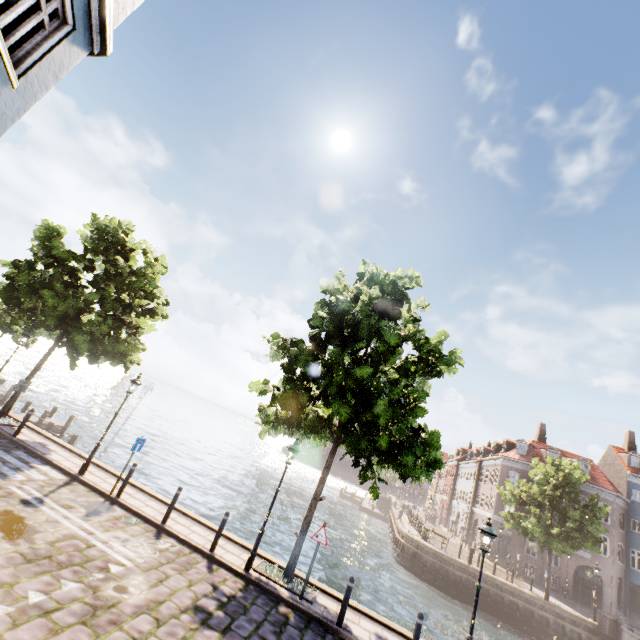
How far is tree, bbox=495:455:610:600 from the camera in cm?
2405

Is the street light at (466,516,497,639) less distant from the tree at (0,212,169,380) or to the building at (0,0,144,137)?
the tree at (0,212,169,380)

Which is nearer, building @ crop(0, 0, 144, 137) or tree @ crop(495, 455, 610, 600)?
building @ crop(0, 0, 144, 137)

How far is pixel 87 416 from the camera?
35.9 meters

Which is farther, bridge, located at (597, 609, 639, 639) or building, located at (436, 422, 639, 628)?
building, located at (436, 422, 639, 628)

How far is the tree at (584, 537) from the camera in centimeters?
2405cm

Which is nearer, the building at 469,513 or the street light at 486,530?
the street light at 486,530
